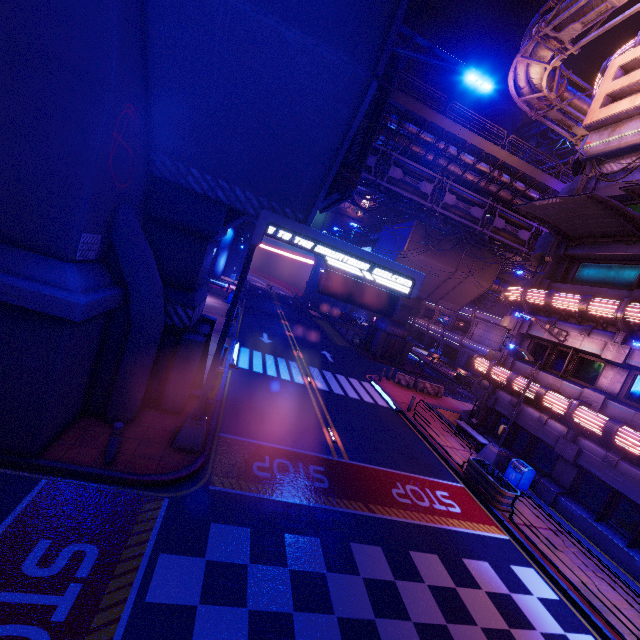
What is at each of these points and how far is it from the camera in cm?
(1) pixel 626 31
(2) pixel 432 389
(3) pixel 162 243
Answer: (1) building, 5972
(2) fence, 2638
(3) pillar, 1062

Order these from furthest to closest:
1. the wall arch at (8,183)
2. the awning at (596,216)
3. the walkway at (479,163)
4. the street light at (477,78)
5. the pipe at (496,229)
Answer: the pipe at (496,229)
the walkway at (479,163)
the awning at (596,216)
the street light at (477,78)
the wall arch at (8,183)

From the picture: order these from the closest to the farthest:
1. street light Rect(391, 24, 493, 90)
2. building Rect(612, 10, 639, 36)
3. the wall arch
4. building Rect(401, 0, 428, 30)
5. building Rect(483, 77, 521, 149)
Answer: the wall arch → street light Rect(391, 24, 493, 90) → building Rect(401, 0, 428, 30) → building Rect(612, 10, 639, 36) → building Rect(483, 77, 521, 149)

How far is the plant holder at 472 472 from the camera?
12.3 meters

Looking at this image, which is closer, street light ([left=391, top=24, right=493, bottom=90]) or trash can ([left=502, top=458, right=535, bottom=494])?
street light ([left=391, top=24, right=493, bottom=90])

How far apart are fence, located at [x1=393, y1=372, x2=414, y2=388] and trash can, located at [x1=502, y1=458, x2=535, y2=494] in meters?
10.4

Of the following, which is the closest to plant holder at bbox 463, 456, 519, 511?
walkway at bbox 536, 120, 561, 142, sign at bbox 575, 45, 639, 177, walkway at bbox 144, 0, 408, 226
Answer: walkway at bbox 144, 0, 408, 226

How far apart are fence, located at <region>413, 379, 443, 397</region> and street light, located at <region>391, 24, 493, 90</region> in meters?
20.7 m
